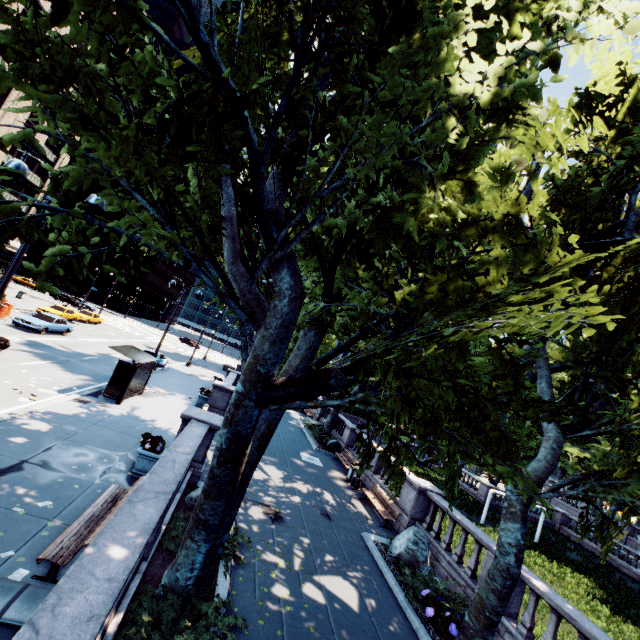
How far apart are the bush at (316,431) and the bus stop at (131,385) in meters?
12.2

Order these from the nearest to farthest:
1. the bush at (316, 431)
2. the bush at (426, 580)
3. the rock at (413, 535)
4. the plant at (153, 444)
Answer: the bush at (426, 580), the plant at (153, 444), the rock at (413, 535), the bush at (316, 431)

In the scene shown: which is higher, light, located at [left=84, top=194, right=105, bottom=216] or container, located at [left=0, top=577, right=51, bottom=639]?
light, located at [left=84, top=194, right=105, bottom=216]

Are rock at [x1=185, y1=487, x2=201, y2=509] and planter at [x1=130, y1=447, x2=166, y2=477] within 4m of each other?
yes

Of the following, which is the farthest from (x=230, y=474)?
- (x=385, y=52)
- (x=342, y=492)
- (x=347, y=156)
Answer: (x=342, y=492)

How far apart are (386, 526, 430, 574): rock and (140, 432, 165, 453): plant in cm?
862

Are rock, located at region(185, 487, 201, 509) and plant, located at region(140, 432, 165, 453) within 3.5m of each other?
yes

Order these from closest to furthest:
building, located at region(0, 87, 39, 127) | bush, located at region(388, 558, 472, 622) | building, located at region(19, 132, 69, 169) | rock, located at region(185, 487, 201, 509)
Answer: bush, located at region(388, 558, 472, 622), rock, located at region(185, 487, 201, 509), building, located at region(0, 87, 39, 127), building, located at region(19, 132, 69, 169)
